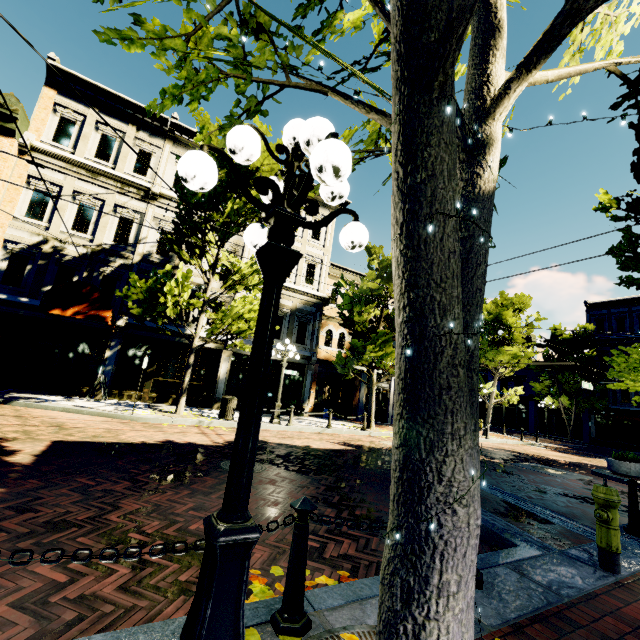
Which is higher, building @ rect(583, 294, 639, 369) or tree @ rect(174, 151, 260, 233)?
building @ rect(583, 294, 639, 369)

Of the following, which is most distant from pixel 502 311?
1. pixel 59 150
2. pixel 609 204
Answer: pixel 59 150

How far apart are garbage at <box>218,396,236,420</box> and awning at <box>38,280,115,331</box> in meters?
4.9 m

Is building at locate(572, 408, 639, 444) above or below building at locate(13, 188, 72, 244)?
below

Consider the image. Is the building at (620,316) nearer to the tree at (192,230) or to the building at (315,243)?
the tree at (192,230)

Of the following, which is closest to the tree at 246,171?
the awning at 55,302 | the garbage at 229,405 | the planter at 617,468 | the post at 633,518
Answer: the awning at 55,302

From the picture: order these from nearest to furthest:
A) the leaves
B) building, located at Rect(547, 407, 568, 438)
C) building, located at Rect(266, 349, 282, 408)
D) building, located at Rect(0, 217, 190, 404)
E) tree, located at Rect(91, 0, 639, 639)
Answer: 1. tree, located at Rect(91, 0, 639, 639)
2. the leaves
3. building, located at Rect(0, 217, 190, 404)
4. building, located at Rect(266, 349, 282, 408)
5. building, located at Rect(547, 407, 568, 438)

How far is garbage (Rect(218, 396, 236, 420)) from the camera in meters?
12.6
